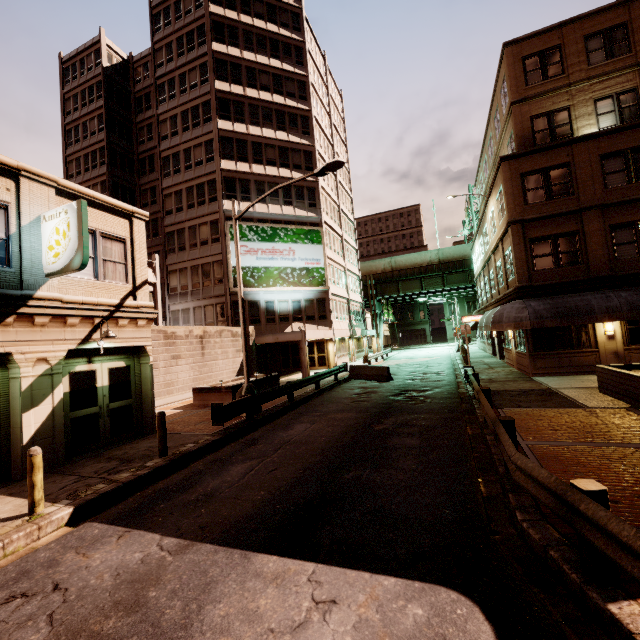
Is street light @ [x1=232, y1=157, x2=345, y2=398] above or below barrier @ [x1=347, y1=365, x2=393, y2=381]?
above

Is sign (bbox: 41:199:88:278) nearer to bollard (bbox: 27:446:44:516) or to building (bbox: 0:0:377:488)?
building (bbox: 0:0:377:488)

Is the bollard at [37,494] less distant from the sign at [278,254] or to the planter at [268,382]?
the planter at [268,382]

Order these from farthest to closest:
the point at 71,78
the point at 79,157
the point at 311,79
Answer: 1. the point at 71,78
2. the point at 79,157
3. the point at 311,79

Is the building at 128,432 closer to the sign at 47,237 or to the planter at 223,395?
the sign at 47,237

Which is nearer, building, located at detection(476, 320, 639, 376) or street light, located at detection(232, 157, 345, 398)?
street light, located at detection(232, 157, 345, 398)

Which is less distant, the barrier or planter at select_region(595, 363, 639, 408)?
planter at select_region(595, 363, 639, 408)

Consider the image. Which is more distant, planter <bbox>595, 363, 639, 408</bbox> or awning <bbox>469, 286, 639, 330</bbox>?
awning <bbox>469, 286, 639, 330</bbox>
